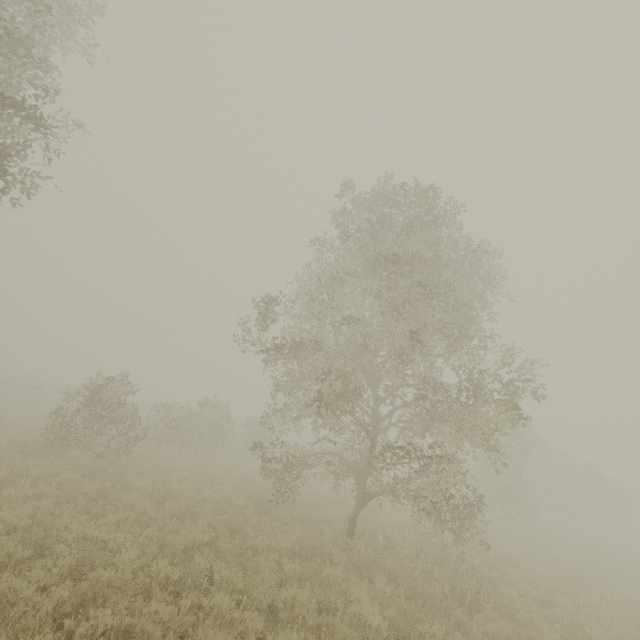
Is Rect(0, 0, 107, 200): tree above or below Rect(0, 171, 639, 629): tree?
above

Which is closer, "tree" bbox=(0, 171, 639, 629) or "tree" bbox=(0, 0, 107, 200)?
"tree" bbox=(0, 0, 107, 200)

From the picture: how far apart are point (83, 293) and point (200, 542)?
36.8 meters

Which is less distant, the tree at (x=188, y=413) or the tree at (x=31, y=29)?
the tree at (x=31, y=29)

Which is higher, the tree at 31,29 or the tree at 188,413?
the tree at 31,29
